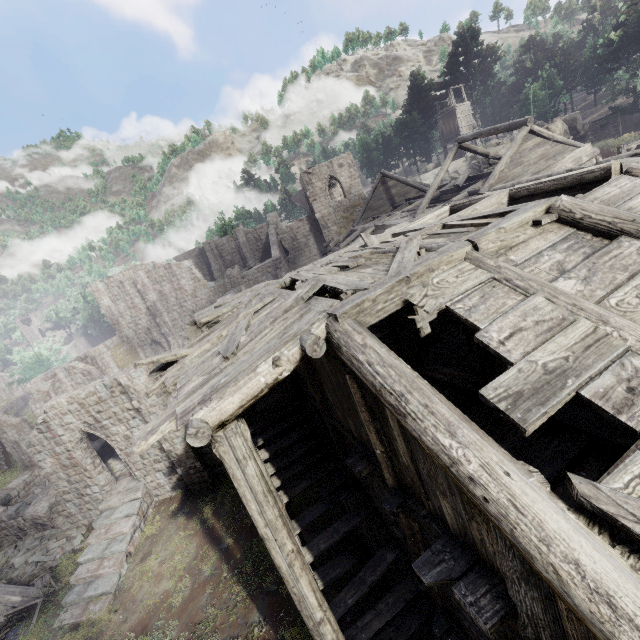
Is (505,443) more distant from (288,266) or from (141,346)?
(141,346)

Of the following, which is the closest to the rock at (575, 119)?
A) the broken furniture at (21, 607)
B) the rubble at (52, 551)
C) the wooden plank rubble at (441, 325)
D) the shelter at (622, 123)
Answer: the shelter at (622, 123)

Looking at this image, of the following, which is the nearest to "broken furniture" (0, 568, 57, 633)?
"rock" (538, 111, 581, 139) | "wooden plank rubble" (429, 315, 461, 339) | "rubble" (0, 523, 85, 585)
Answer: "rubble" (0, 523, 85, 585)

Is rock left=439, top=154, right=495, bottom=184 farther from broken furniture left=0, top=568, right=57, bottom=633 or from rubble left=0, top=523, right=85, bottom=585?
broken furniture left=0, top=568, right=57, bottom=633

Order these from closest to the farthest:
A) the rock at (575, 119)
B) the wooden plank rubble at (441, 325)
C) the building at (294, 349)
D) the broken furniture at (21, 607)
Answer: the building at (294, 349), the wooden plank rubble at (441, 325), the broken furniture at (21, 607), the rock at (575, 119)

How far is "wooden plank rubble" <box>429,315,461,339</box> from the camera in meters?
12.4 m

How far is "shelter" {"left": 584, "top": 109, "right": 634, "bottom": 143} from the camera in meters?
35.0

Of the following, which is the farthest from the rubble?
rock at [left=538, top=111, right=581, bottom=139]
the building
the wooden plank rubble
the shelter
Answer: the shelter
